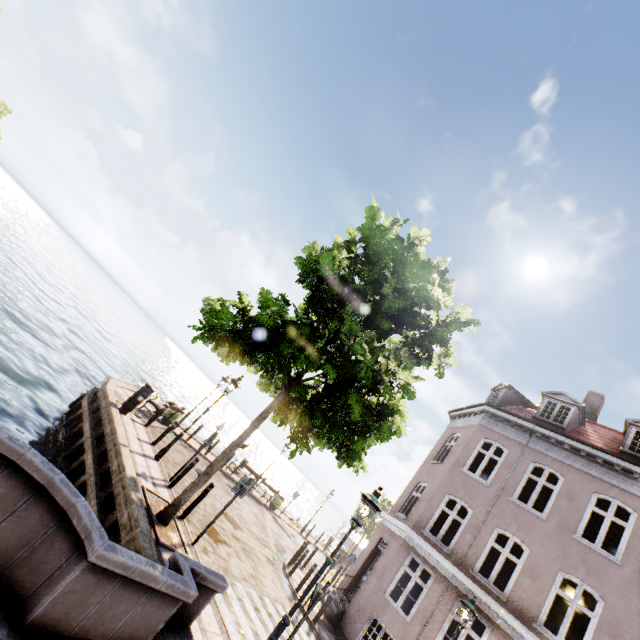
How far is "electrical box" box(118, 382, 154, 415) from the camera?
11.8m

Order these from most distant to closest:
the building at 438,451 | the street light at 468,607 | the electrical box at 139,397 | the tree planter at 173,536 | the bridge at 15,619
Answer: the electrical box at 139,397 < the building at 438,451 < the street light at 468,607 < the tree planter at 173,536 < the bridge at 15,619

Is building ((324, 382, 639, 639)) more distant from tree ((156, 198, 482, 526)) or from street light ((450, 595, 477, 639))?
tree ((156, 198, 482, 526))

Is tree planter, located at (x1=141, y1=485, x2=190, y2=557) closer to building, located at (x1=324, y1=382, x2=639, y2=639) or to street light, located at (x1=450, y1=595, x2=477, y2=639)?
street light, located at (x1=450, y1=595, x2=477, y2=639)

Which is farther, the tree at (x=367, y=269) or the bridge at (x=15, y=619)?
the tree at (x=367, y=269)

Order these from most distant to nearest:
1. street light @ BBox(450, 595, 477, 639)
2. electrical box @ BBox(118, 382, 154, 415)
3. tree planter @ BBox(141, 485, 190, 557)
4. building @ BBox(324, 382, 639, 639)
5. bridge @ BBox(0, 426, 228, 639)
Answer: electrical box @ BBox(118, 382, 154, 415)
building @ BBox(324, 382, 639, 639)
street light @ BBox(450, 595, 477, 639)
tree planter @ BBox(141, 485, 190, 557)
bridge @ BBox(0, 426, 228, 639)

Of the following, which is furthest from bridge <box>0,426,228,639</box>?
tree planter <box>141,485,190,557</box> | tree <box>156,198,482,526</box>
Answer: tree planter <box>141,485,190,557</box>

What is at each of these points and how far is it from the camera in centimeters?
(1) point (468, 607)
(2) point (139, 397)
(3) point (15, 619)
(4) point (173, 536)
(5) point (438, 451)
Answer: (1) street light, 902cm
(2) electrical box, 1202cm
(3) bridge, 326cm
(4) tree planter, 746cm
(5) building, 1642cm
